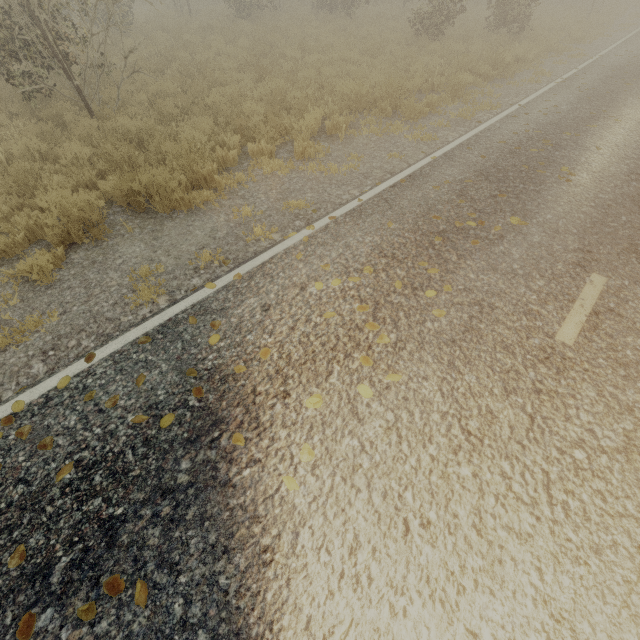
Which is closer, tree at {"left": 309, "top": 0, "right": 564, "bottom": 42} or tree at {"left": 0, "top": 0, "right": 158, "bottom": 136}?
tree at {"left": 0, "top": 0, "right": 158, "bottom": 136}

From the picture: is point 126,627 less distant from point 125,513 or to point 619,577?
point 125,513

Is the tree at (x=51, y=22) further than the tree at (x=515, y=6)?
No
